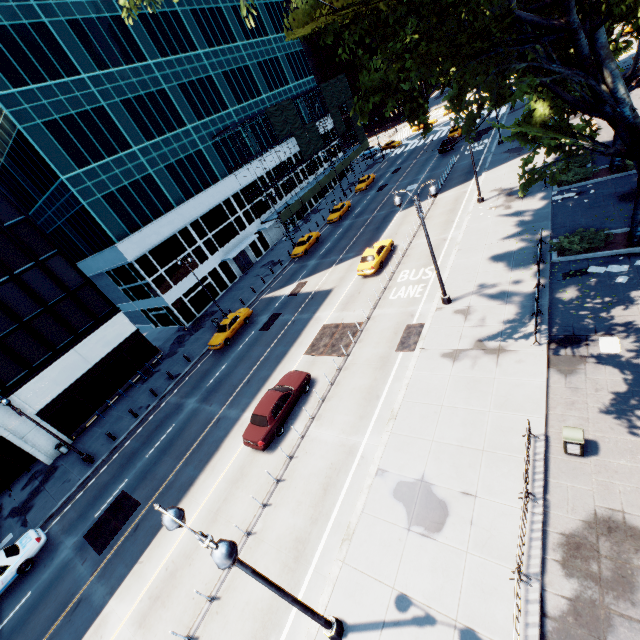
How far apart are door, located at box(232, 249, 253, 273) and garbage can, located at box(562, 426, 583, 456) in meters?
38.7

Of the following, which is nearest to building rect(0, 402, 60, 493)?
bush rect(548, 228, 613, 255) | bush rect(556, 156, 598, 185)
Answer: bush rect(548, 228, 613, 255)

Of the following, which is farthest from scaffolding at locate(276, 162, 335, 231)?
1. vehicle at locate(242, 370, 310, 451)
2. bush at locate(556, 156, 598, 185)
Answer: bush at locate(556, 156, 598, 185)

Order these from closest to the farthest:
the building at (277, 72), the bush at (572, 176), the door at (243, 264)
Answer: the bush at (572, 176) < the building at (277, 72) < the door at (243, 264)

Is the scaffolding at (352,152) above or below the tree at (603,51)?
below

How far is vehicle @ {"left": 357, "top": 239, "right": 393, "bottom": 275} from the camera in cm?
2662

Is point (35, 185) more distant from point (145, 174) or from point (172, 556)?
point (172, 556)

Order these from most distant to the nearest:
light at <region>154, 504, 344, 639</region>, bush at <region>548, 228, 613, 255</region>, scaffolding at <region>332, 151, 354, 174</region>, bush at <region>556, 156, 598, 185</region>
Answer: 1. scaffolding at <region>332, 151, 354, 174</region>
2. bush at <region>556, 156, 598, 185</region>
3. bush at <region>548, 228, 613, 255</region>
4. light at <region>154, 504, 344, 639</region>
